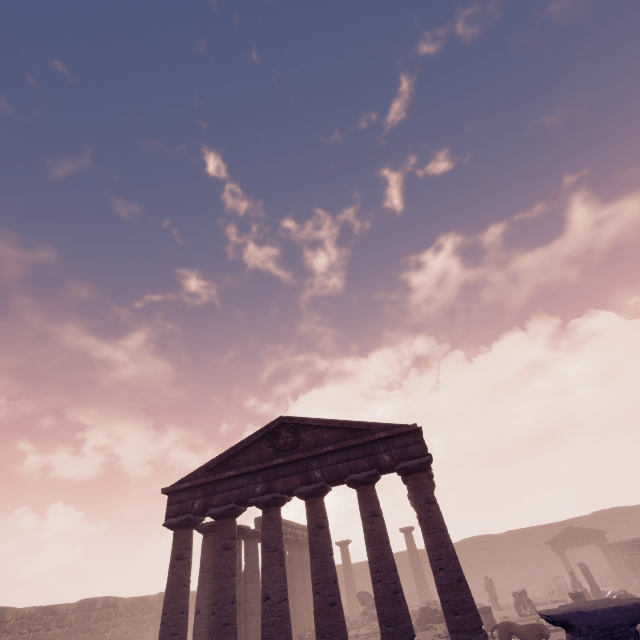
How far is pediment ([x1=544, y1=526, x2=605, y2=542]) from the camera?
26.9 meters

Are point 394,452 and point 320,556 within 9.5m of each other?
yes

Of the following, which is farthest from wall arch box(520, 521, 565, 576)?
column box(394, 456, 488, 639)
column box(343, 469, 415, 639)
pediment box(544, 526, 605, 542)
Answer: column box(343, 469, 415, 639)

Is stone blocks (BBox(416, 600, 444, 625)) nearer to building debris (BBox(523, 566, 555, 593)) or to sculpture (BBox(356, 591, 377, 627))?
sculpture (BBox(356, 591, 377, 627))

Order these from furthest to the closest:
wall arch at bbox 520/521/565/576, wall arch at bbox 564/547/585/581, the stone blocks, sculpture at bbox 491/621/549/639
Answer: wall arch at bbox 520/521/565/576
wall arch at bbox 564/547/585/581
the stone blocks
sculpture at bbox 491/621/549/639

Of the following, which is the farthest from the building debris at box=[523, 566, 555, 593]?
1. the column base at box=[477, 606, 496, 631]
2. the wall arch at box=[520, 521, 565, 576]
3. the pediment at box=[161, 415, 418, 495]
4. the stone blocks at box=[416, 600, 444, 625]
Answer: the pediment at box=[161, 415, 418, 495]

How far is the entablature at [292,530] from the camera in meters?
22.9 m

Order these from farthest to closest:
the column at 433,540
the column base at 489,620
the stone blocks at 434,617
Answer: the stone blocks at 434,617, the column base at 489,620, the column at 433,540
